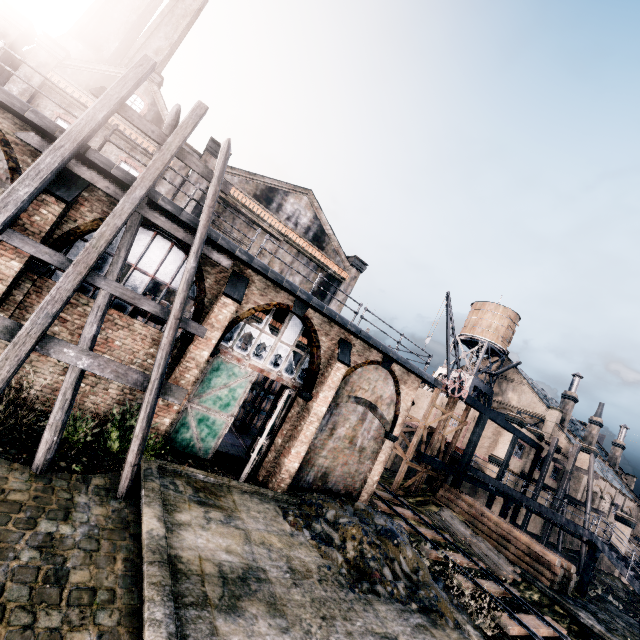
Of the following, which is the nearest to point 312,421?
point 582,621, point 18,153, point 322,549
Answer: point 322,549

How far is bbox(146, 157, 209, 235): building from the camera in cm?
1091

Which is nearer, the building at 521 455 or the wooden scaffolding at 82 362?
the wooden scaffolding at 82 362

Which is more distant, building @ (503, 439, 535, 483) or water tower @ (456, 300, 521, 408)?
water tower @ (456, 300, 521, 408)

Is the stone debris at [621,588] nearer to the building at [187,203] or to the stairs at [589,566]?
the stairs at [589,566]

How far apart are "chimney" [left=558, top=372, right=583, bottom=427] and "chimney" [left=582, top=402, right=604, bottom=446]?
9.5m

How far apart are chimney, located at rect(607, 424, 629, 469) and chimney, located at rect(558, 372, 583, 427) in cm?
2198

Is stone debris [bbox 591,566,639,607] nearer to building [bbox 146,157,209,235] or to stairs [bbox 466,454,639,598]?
stairs [bbox 466,454,639,598]
